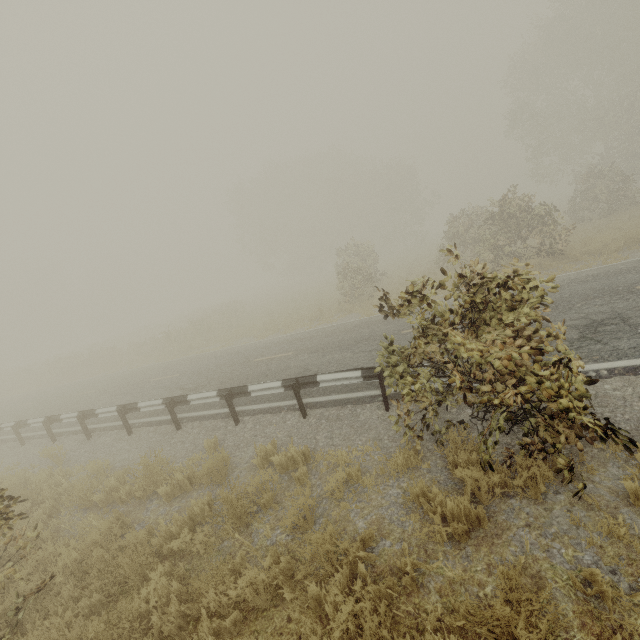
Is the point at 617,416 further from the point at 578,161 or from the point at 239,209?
the point at 239,209

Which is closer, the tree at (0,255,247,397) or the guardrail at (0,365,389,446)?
the guardrail at (0,365,389,446)

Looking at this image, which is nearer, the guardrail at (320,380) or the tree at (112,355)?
the guardrail at (320,380)
